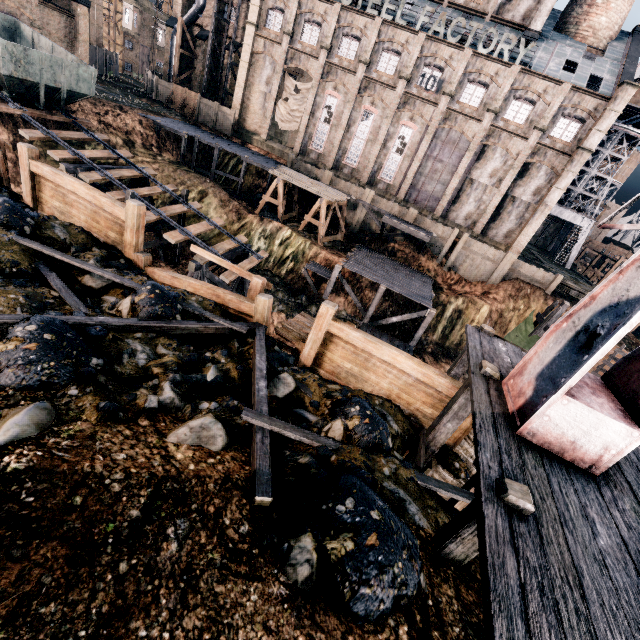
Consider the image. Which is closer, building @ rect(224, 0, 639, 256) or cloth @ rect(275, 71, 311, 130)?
building @ rect(224, 0, 639, 256)

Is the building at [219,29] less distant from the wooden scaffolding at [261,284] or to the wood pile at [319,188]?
the wood pile at [319,188]

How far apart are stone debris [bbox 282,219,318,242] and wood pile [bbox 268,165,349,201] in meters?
3.5 m

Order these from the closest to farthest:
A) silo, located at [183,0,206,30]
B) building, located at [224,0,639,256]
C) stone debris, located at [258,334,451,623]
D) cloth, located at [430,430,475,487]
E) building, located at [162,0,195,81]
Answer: stone debris, located at [258,334,451,623] < cloth, located at [430,430,475,487] < building, located at [224,0,639,256] < silo, located at [183,0,206,30] < building, located at [162,0,195,81]

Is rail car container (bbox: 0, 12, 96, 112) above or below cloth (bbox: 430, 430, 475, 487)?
above

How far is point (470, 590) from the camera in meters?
4.5 m

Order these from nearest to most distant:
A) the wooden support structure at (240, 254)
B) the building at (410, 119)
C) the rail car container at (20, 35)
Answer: the rail car container at (20, 35)
the wooden support structure at (240, 254)
the building at (410, 119)

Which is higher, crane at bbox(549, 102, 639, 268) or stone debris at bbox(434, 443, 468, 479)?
crane at bbox(549, 102, 639, 268)
